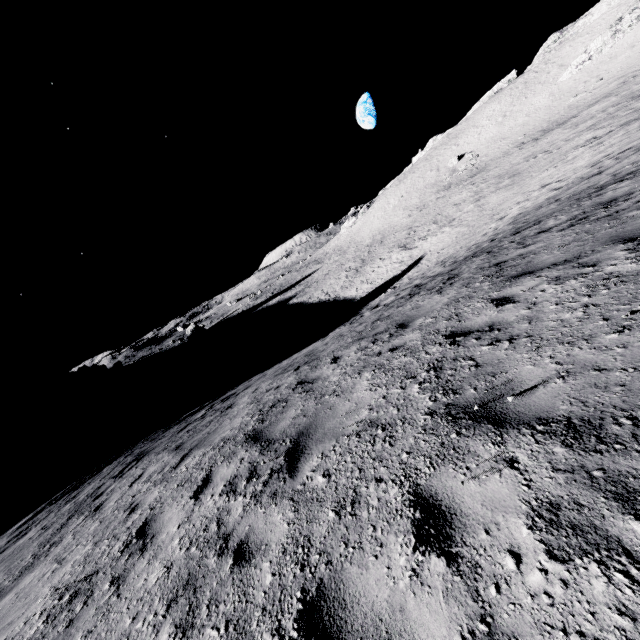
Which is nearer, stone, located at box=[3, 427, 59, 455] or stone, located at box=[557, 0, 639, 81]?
stone, located at box=[557, 0, 639, 81]

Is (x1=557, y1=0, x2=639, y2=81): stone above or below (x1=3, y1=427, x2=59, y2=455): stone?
above

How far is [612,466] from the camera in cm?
202

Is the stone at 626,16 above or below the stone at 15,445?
above

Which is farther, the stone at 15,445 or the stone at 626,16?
the stone at 15,445
